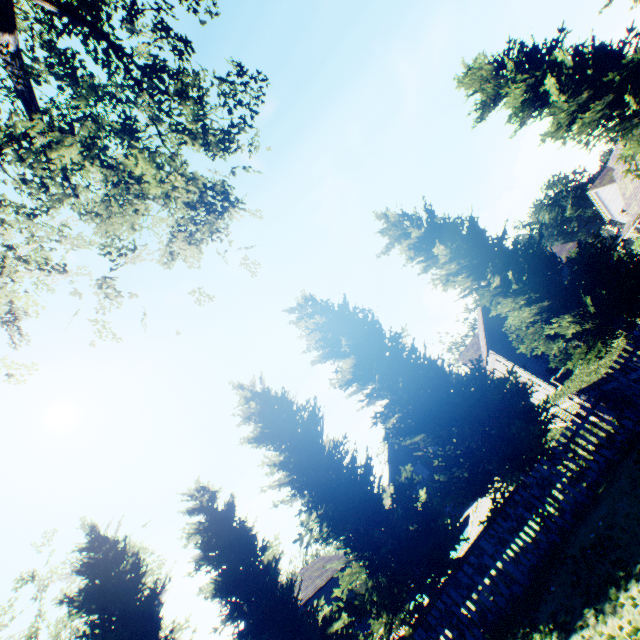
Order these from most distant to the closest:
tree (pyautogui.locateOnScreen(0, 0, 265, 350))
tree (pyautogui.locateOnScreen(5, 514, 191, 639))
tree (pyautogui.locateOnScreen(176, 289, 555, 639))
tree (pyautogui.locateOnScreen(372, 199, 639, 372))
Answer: tree (pyautogui.locateOnScreen(5, 514, 191, 639)) → tree (pyautogui.locateOnScreen(372, 199, 639, 372)) → tree (pyautogui.locateOnScreen(176, 289, 555, 639)) → tree (pyautogui.locateOnScreen(0, 0, 265, 350))

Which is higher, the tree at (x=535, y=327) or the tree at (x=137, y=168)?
the tree at (x=137, y=168)

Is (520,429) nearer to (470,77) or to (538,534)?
(538,534)

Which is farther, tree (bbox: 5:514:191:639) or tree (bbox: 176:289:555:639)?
tree (bbox: 5:514:191:639)

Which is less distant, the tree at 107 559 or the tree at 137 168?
the tree at 137 168

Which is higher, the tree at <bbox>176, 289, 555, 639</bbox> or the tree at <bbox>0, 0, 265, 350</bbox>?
the tree at <bbox>0, 0, 265, 350</bbox>
